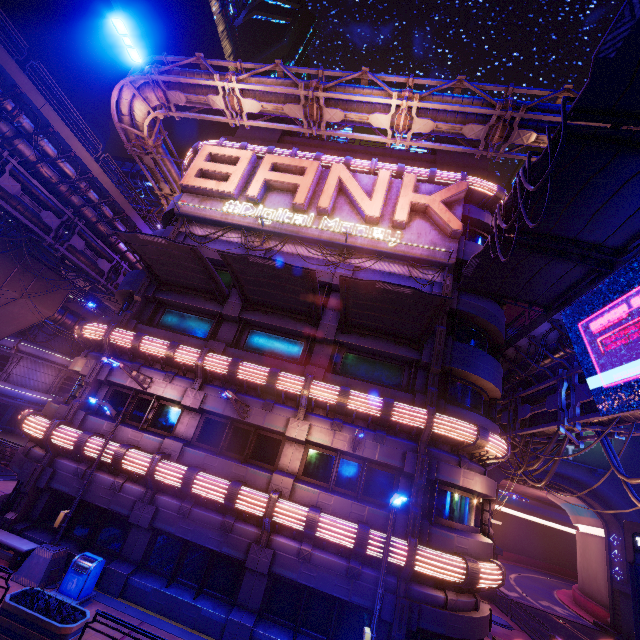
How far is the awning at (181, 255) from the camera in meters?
13.4 m

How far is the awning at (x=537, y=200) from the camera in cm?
988

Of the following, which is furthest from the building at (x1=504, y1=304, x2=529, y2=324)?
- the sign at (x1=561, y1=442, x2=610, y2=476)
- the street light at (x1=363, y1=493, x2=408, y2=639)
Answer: the street light at (x1=363, y1=493, x2=408, y2=639)

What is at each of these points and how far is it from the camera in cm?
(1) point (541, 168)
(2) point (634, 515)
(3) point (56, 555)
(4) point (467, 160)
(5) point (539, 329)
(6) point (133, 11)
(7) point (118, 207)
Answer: (1) awning, 931
(2) wall arch, 2956
(3) street light, 1134
(4) pillar, 2233
(5) walkway, 1588
(6) building, 5694
(7) walkway, 2295

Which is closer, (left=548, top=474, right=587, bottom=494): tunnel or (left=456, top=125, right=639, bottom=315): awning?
(left=456, top=125, right=639, bottom=315): awning

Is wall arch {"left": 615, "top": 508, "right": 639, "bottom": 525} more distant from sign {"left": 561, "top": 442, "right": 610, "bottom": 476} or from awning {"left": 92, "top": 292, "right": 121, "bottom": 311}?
awning {"left": 92, "top": 292, "right": 121, "bottom": 311}

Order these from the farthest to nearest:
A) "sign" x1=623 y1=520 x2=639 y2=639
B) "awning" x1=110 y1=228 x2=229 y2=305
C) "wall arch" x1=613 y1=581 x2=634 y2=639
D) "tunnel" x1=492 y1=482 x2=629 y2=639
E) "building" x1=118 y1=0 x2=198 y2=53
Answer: "building" x1=118 y1=0 x2=198 y2=53 → "tunnel" x1=492 y1=482 x2=629 y2=639 → "wall arch" x1=613 y1=581 x2=634 y2=639 → "awning" x1=110 y1=228 x2=229 y2=305 → "sign" x1=623 y1=520 x2=639 y2=639

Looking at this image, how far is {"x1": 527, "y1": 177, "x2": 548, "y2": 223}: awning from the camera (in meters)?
9.88
